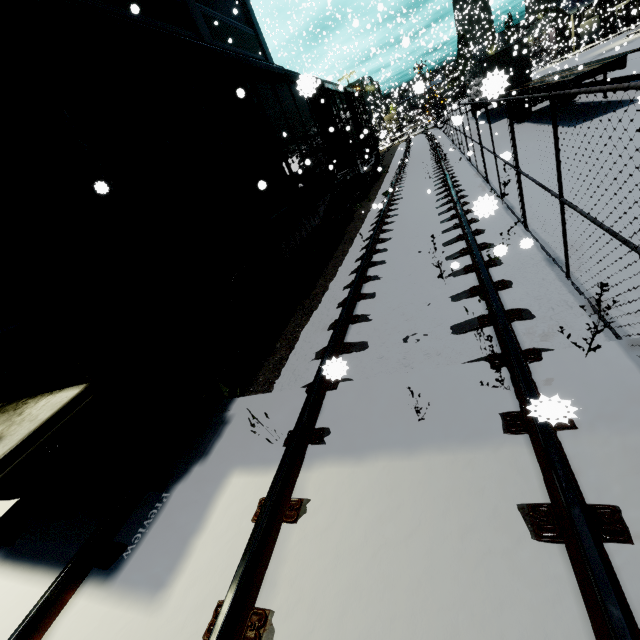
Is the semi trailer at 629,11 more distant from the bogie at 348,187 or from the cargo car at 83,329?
the bogie at 348,187

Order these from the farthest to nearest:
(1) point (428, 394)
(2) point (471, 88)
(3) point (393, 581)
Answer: (2) point (471, 88) < (1) point (428, 394) < (3) point (393, 581)

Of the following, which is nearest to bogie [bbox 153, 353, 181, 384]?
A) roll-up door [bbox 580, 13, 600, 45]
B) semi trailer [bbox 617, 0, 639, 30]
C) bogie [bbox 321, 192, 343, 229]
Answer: bogie [bbox 321, 192, 343, 229]

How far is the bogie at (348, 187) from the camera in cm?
→ 1429

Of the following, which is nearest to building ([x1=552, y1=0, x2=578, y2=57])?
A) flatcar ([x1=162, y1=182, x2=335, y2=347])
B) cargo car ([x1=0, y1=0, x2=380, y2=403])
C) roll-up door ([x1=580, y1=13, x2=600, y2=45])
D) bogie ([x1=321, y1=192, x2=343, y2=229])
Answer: roll-up door ([x1=580, y1=13, x2=600, y2=45])

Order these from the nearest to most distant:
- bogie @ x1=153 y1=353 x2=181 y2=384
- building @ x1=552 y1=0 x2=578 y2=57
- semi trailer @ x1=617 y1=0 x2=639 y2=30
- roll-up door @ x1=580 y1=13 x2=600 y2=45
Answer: bogie @ x1=153 y1=353 x2=181 y2=384 → roll-up door @ x1=580 y1=13 x2=600 y2=45 → semi trailer @ x1=617 y1=0 x2=639 y2=30 → building @ x1=552 y1=0 x2=578 y2=57

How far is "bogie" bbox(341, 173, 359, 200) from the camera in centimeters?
1429cm

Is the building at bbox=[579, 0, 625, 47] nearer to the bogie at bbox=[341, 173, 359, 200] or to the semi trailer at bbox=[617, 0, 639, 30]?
the semi trailer at bbox=[617, 0, 639, 30]
